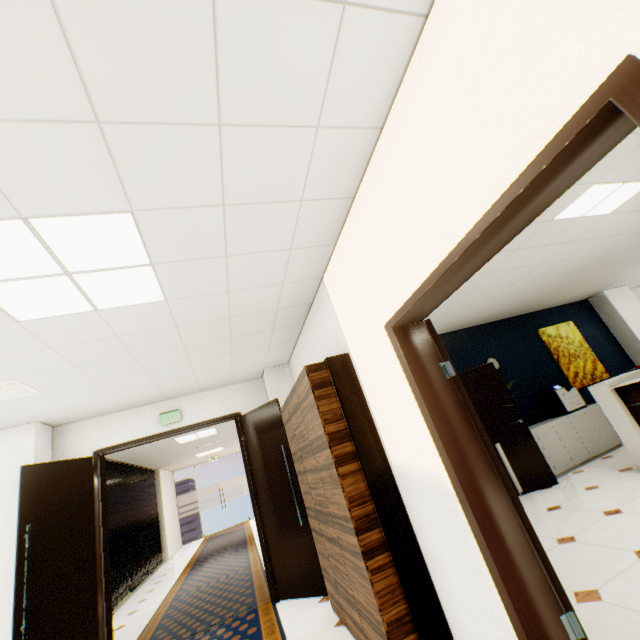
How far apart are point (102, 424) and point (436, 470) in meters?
4.8 m

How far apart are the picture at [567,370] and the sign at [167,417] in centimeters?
763cm

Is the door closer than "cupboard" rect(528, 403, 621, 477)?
Yes

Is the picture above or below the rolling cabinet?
above

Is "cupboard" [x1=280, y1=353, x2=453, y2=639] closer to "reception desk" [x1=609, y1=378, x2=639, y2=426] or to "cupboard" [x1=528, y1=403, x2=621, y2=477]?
"cupboard" [x1=528, y1=403, x2=621, y2=477]

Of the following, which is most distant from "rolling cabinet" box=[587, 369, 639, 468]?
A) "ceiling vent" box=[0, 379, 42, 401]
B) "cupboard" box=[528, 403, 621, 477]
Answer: "ceiling vent" box=[0, 379, 42, 401]

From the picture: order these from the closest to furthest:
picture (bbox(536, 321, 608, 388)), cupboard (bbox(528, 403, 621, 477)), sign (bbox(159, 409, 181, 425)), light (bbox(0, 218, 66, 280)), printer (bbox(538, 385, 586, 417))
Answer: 1. light (bbox(0, 218, 66, 280))
2. sign (bbox(159, 409, 181, 425))
3. cupboard (bbox(528, 403, 621, 477))
4. printer (bbox(538, 385, 586, 417))
5. picture (bbox(536, 321, 608, 388))

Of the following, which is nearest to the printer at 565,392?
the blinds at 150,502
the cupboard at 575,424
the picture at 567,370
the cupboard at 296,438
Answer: the cupboard at 575,424
